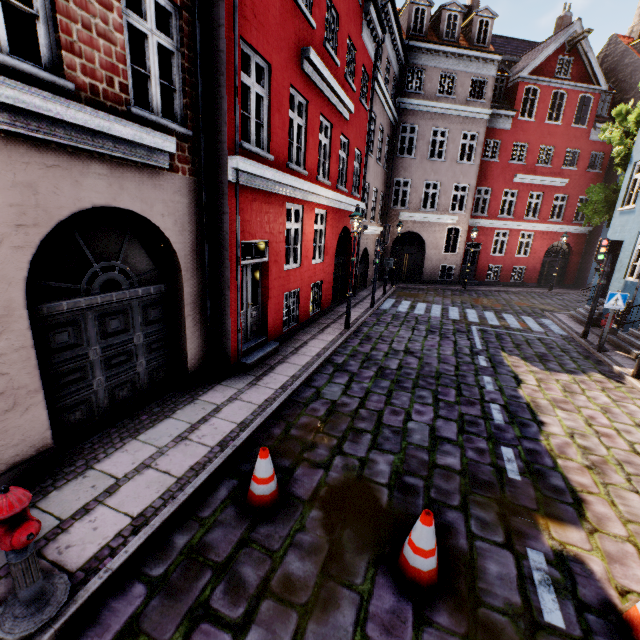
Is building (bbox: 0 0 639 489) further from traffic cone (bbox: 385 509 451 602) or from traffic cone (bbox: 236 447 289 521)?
traffic cone (bbox: 385 509 451 602)

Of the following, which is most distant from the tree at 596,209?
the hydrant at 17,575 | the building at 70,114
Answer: the hydrant at 17,575

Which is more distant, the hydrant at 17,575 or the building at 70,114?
the building at 70,114

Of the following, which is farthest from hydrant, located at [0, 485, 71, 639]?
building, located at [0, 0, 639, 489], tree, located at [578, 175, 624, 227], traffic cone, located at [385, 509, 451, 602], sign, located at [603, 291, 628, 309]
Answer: tree, located at [578, 175, 624, 227]

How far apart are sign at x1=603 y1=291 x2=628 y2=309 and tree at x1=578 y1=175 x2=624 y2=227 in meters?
8.9

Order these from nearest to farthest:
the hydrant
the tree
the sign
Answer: the hydrant, the sign, the tree

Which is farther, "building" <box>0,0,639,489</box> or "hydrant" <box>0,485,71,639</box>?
"building" <box>0,0,639,489</box>

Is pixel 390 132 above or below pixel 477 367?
above
